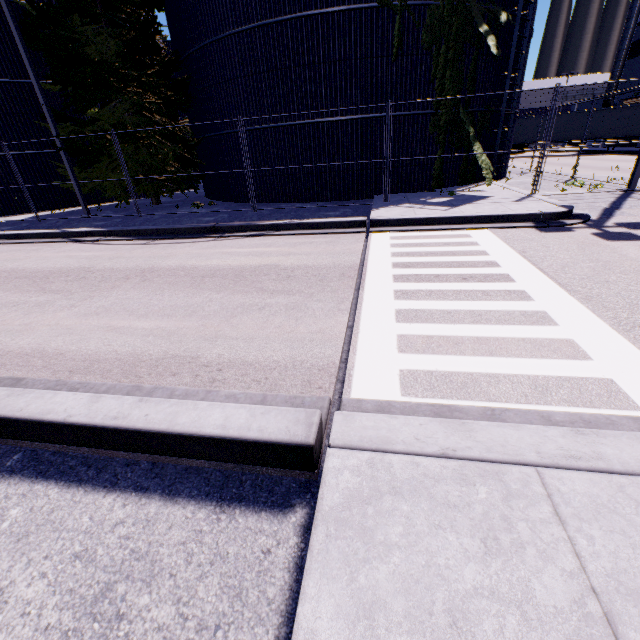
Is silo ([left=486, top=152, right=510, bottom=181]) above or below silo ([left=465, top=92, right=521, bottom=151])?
below

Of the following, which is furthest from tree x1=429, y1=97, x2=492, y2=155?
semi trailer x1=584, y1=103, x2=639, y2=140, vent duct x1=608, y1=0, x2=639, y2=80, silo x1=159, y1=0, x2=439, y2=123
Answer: vent duct x1=608, y1=0, x2=639, y2=80

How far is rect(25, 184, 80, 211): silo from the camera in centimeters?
1777cm

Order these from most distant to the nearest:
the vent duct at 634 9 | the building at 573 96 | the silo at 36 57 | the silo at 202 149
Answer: the building at 573 96 → the vent duct at 634 9 → the silo at 36 57 → the silo at 202 149

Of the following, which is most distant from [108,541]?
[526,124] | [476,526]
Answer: [526,124]

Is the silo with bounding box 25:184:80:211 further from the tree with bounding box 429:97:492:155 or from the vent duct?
the vent duct

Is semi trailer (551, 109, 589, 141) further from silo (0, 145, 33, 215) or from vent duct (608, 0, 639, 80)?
vent duct (608, 0, 639, 80)

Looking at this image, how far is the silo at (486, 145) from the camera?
13.0 meters
